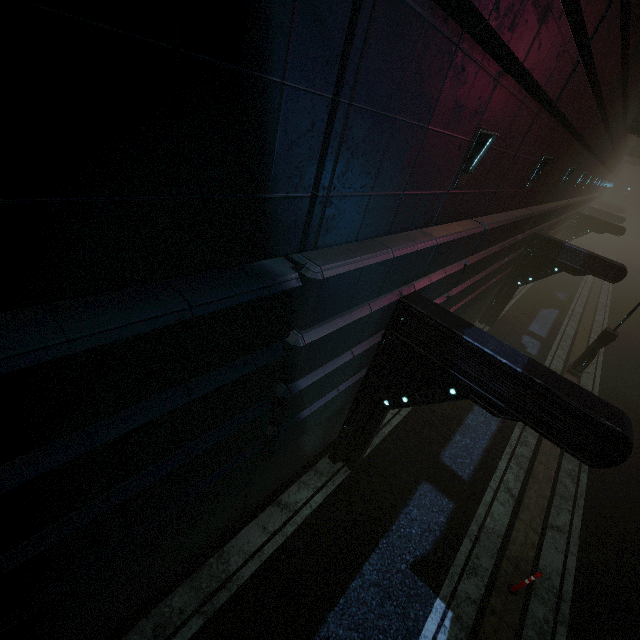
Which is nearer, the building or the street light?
the building

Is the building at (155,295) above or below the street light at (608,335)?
above

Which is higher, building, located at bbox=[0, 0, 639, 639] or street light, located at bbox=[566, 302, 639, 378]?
building, located at bbox=[0, 0, 639, 639]

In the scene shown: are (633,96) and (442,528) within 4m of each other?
no

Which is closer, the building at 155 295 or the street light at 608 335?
the building at 155 295
